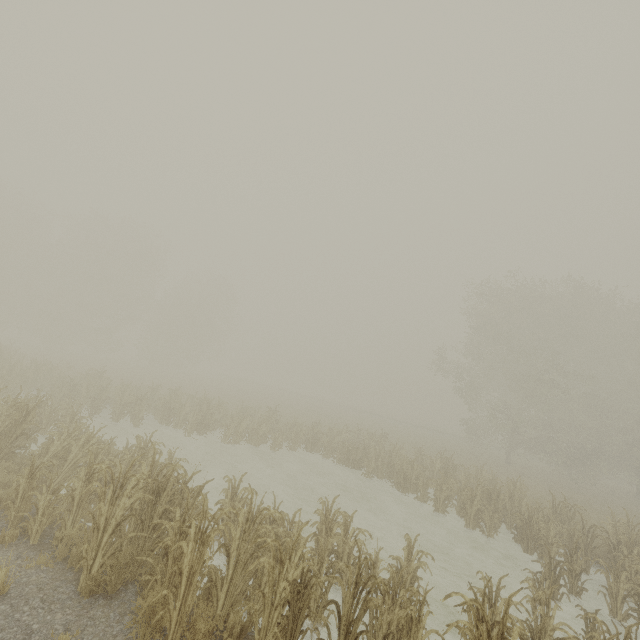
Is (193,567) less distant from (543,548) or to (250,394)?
(543,548)
